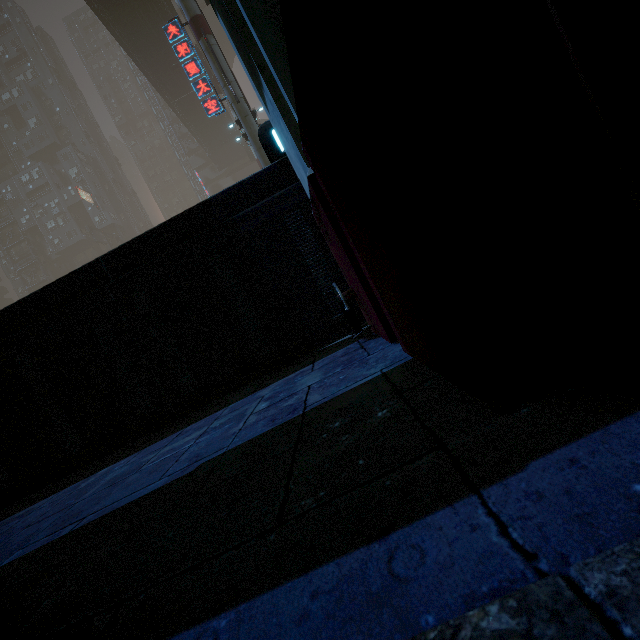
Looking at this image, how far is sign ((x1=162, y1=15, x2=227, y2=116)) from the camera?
16.58m

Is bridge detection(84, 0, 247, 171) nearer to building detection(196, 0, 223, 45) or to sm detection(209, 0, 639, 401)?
sm detection(209, 0, 639, 401)

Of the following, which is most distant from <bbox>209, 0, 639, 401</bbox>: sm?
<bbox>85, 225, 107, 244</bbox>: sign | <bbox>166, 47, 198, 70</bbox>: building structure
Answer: <bbox>85, 225, 107, 244</bbox>: sign

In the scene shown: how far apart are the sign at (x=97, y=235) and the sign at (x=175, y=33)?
47.52m

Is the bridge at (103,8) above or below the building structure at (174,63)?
above

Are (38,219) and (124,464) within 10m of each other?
no

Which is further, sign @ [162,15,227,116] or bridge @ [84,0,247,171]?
bridge @ [84,0,247,171]

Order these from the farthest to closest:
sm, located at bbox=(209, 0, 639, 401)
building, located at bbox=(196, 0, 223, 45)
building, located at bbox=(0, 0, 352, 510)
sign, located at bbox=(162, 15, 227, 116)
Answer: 1. building, located at bbox=(196, 0, 223, 45)
2. sign, located at bbox=(162, 15, 227, 116)
3. building, located at bbox=(0, 0, 352, 510)
4. sm, located at bbox=(209, 0, 639, 401)
